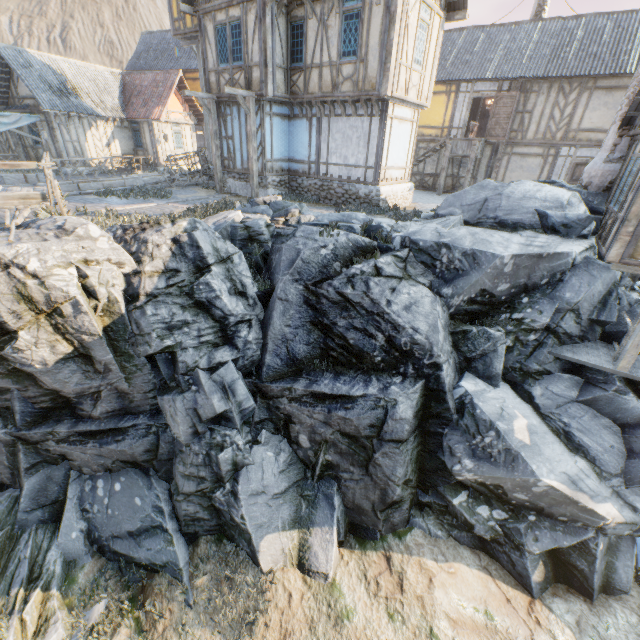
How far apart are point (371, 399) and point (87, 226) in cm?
784

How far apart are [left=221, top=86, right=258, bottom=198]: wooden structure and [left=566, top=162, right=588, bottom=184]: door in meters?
16.4

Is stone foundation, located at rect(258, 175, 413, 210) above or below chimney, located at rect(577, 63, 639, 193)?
below

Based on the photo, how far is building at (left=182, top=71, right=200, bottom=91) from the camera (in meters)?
24.98

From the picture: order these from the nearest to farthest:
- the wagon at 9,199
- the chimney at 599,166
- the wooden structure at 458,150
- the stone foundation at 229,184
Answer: the wagon at 9,199
the chimney at 599,166
the stone foundation at 229,184
the wooden structure at 458,150

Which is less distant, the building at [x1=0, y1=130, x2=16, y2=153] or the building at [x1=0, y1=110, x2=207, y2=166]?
the building at [x1=0, y1=110, x2=207, y2=166]

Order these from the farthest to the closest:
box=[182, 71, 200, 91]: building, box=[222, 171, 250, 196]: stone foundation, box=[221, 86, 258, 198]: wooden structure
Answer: A: box=[182, 71, 200, 91]: building → box=[222, 171, 250, 196]: stone foundation → box=[221, 86, 258, 198]: wooden structure

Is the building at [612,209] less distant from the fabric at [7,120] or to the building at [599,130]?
the building at [599,130]
